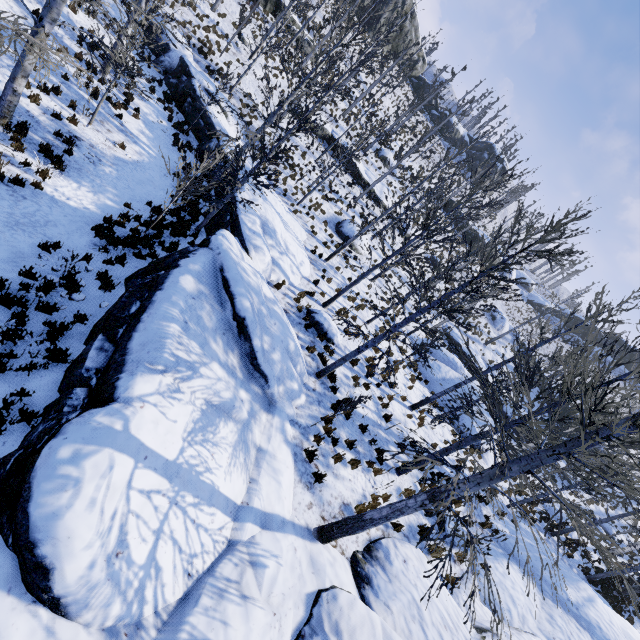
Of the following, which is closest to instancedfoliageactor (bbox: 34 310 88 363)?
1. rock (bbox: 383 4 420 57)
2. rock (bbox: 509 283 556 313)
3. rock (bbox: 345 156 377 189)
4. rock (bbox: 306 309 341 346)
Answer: rock (bbox: 306 309 341 346)

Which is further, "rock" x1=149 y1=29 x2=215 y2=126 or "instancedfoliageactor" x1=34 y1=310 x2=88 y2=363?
"rock" x1=149 y1=29 x2=215 y2=126

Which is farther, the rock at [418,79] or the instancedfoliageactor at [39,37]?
the rock at [418,79]

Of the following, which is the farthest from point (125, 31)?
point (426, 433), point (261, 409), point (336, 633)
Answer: point (426, 433)

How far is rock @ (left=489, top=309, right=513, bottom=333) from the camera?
39.2m

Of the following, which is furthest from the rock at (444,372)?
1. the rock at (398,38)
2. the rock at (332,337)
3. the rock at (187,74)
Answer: the rock at (398,38)

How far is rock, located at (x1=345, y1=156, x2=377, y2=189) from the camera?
29.3 meters

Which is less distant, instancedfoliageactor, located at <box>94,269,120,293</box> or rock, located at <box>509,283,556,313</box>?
instancedfoliageactor, located at <box>94,269,120,293</box>
